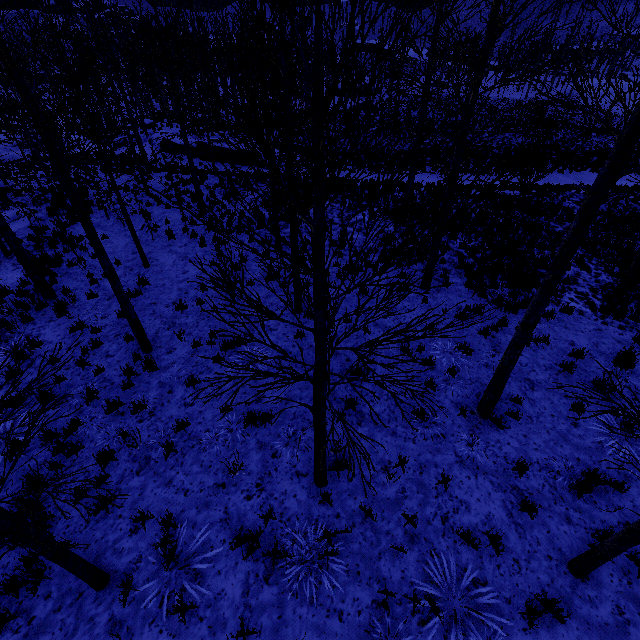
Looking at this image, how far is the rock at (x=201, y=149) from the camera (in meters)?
24.91

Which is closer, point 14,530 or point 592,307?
point 14,530

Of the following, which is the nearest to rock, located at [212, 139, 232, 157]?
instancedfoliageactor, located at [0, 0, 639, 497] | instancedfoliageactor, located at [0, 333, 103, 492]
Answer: instancedfoliageactor, located at [0, 333, 103, 492]

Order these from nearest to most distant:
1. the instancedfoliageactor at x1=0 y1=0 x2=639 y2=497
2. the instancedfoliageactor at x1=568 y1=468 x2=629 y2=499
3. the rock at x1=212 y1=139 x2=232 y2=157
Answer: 1. the instancedfoliageactor at x1=0 y1=0 x2=639 y2=497
2. the instancedfoliageactor at x1=568 y1=468 x2=629 y2=499
3. the rock at x1=212 y1=139 x2=232 y2=157

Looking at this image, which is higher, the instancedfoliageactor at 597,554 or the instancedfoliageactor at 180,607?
the instancedfoliageactor at 597,554

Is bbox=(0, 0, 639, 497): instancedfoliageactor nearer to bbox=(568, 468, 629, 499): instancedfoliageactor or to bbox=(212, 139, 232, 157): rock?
bbox=(568, 468, 629, 499): instancedfoliageactor

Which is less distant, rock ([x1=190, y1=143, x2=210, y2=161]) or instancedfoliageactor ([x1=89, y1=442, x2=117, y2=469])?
instancedfoliageactor ([x1=89, y1=442, x2=117, y2=469])
